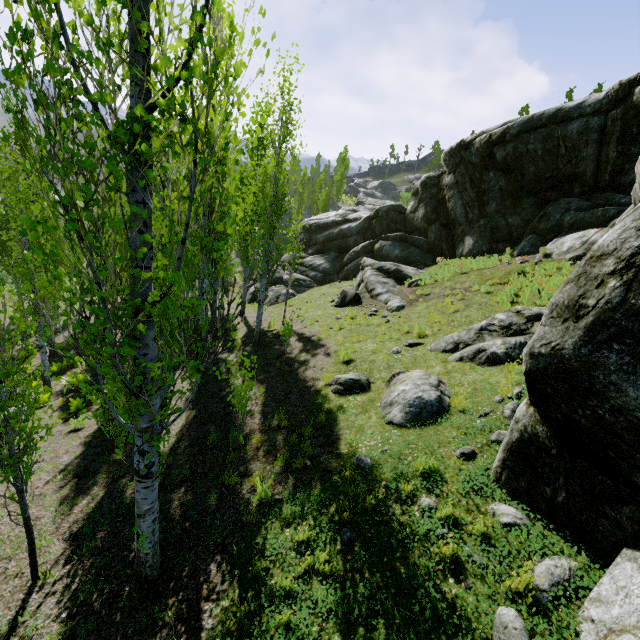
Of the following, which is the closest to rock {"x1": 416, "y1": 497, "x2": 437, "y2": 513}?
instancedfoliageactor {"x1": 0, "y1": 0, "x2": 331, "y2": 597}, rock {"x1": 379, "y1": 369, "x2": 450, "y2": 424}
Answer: instancedfoliageactor {"x1": 0, "y1": 0, "x2": 331, "y2": 597}

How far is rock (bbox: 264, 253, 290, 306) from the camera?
24.0m

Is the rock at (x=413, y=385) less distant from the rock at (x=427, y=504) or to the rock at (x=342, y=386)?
the rock at (x=342, y=386)

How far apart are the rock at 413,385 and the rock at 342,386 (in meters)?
0.37

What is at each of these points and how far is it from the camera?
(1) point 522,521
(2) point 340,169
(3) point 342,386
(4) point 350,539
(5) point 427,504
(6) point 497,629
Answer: (1) rock, 4.2m
(2) instancedfoliageactor, 47.9m
(3) rock, 8.7m
(4) rock, 4.6m
(5) rock, 4.8m
(6) rock, 3.3m

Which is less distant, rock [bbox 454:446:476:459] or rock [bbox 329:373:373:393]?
rock [bbox 454:446:476:459]

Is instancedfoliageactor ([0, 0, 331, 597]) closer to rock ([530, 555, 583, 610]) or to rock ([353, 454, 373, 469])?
Result: rock ([530, 555, 583, 610])

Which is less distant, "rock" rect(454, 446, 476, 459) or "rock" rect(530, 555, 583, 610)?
"rock" rect(530, 555, 583, 610)
